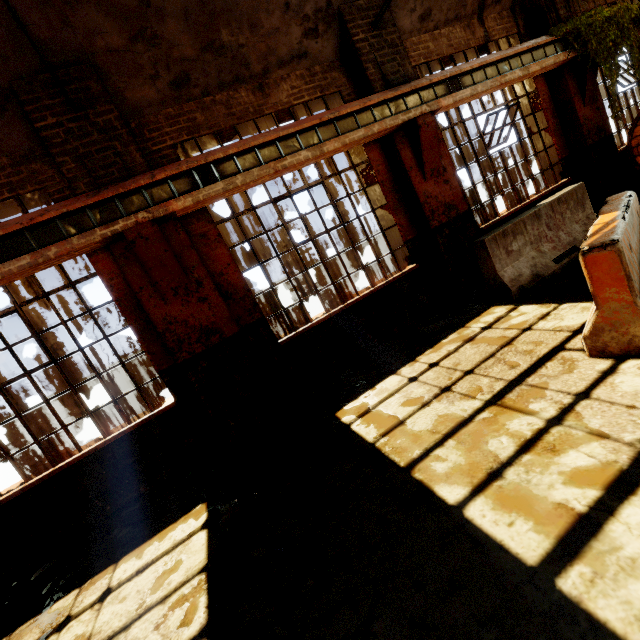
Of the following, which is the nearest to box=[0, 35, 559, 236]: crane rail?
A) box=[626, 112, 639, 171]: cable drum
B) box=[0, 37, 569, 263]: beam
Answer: box=[0, 37, 569, 263]: beam

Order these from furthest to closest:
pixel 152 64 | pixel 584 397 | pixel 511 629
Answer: pixel 152 64, pixel 584 397, pixel 511 629

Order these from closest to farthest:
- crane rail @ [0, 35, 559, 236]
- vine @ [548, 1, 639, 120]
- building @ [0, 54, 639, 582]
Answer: crane rail @ [0, 35, 559, 236] → building @ [0, 54, 639, 582] → vine @ [548, 1, 639, 120]

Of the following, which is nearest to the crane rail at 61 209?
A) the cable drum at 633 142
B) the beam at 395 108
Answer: the beam at 395 108

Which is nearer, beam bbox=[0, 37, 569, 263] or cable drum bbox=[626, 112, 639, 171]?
beam bbox=[0, 37, 569, 263]

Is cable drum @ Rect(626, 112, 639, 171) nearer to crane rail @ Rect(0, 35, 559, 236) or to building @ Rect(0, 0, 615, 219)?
building @ Rect(0, 0, 615, 219)

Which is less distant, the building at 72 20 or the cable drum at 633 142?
the building at 72 20

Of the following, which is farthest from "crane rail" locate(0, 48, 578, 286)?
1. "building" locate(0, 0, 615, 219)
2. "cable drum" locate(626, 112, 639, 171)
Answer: "cable drum" locate(626, 112, 639, 171)
